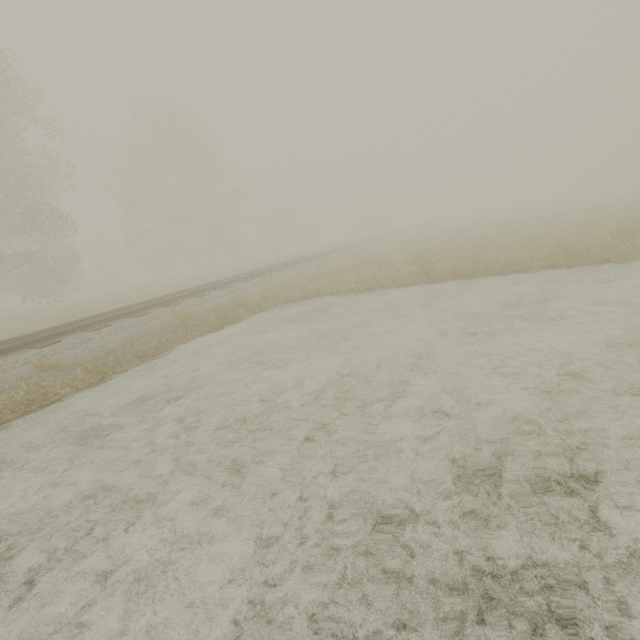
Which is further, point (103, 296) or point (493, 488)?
point (103, 296)

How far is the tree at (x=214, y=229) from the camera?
30.0m

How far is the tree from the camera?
29.95m
